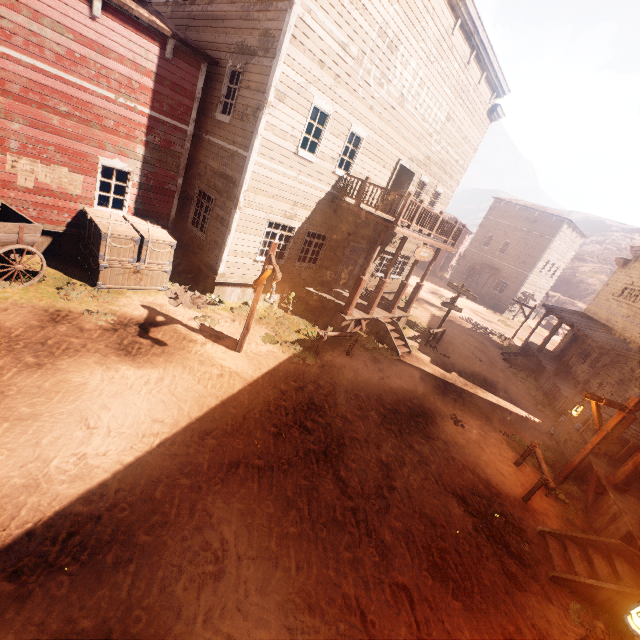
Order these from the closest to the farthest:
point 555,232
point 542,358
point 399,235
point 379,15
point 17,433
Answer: point 17,433, point 379,15, point 399,235, point 542,358, point 555,232

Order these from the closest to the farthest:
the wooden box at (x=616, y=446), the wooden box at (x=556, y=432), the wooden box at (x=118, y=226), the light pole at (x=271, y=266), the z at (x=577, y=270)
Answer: the light pole at (x=271, y=266) → the wooden box at (x=118, y=226) → the wooden box at (x=616, y=446) → the wooden box at (x=556, y=432) → the z at (x=577, y=270)

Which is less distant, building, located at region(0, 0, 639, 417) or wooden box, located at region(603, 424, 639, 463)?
building, located at region(0, 0, 639, 417)

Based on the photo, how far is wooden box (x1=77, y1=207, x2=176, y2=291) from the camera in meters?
9.1 m

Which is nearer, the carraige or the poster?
the carraige

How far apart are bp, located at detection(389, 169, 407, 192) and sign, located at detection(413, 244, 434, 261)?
4.0m

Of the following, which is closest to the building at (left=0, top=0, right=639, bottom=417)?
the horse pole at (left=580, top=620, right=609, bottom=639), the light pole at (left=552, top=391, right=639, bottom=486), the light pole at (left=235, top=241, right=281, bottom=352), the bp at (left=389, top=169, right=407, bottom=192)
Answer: the bp at (left=389, top=169, right=407, bottom=192)

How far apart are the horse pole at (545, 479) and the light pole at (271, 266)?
8.02m
